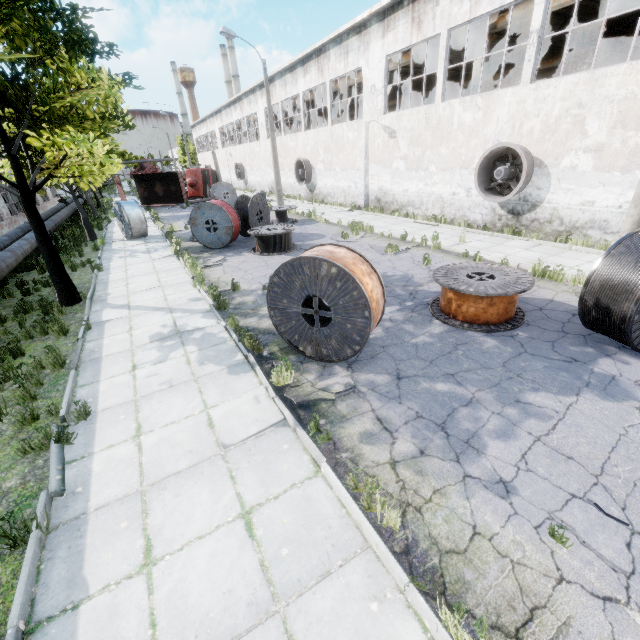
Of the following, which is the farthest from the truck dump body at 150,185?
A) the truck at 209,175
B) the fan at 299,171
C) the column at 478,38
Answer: the column at 478,38

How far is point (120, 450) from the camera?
4.57m

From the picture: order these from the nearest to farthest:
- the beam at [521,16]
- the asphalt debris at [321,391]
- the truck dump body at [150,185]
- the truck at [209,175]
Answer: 1. the asphalt debris at [321,391]
2. the beam at [521,16]
3. the truck dump body at [150,185]
4. the truck at [209,175]

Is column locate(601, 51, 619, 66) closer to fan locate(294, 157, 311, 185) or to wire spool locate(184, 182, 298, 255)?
fan locate(294, 157, 311, 185)

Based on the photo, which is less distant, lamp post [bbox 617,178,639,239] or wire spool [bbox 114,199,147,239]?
lamp post [bbox 617,178,639,239]

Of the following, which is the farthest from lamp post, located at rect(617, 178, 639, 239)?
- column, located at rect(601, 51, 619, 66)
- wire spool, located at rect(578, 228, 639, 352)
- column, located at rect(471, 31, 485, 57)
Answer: column, located at rect(601, 51, 619, 66)

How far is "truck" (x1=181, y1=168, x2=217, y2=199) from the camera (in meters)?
33.59

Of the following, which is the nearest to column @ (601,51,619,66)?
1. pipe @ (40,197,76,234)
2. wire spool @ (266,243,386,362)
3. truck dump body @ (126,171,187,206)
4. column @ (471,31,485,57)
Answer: column @ (471,31,485,57)
